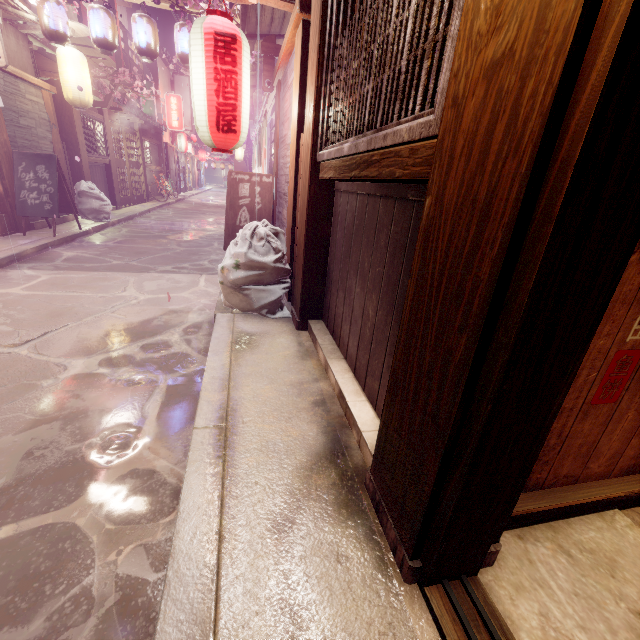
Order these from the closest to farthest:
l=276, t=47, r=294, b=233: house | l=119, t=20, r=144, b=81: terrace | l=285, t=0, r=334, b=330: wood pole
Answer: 1. l=285, t=0, r=334, b=330: wood pole
2. l=276, t=47, r=294, b=233: house
3. l=119, t=20, r=144, b=81: terrace

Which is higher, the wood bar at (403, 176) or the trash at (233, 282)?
the wood bar at (403, 176)

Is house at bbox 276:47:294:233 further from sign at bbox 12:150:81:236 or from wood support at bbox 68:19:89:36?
wood support at bbox 68:19:89:36

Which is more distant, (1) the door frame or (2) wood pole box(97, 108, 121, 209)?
(2) wood pole box(97, 108, 121, 209)

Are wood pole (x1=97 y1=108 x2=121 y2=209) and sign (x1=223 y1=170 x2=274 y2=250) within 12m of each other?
no

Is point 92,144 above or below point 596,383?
above

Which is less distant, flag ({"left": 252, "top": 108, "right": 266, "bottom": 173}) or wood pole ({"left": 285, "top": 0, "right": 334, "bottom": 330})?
wood pole ({"left": 285, "top": 0, "right": 334, "bottom": 330})

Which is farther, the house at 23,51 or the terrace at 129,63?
the terrace at 129,63
